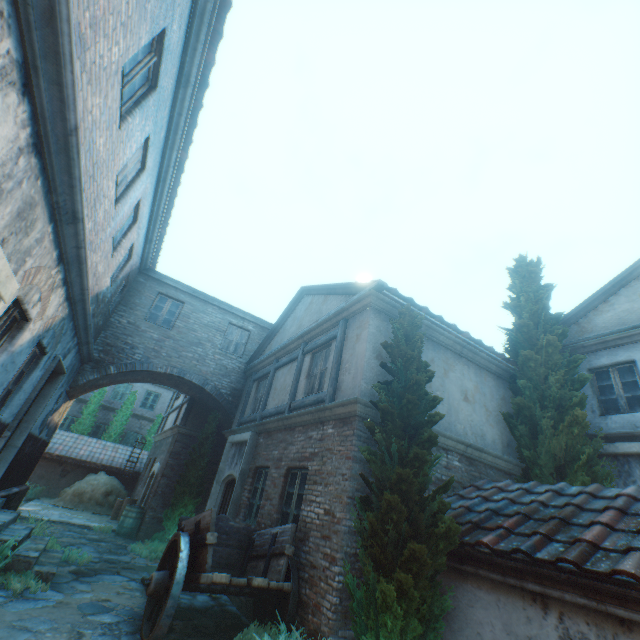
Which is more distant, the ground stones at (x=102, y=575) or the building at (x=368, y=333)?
the ground stones at (x=102, y=575)

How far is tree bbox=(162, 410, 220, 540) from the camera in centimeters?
1127cm

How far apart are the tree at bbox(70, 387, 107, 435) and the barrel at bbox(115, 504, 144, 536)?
10.8 meters

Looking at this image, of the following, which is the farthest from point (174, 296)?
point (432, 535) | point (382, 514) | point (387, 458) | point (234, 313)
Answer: point (432, 535)

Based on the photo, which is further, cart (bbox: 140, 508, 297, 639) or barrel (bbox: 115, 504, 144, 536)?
barrel (bbox: 115, 504, 144, 536)

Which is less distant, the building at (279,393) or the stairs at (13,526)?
the stairs at (13,526)

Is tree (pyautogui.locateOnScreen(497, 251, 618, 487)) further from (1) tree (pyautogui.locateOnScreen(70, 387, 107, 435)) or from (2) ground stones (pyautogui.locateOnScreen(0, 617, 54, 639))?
(1) tree (pyautogui.locateOnScreen(70, 387, 107, 435))

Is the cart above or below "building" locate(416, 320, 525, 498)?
below
